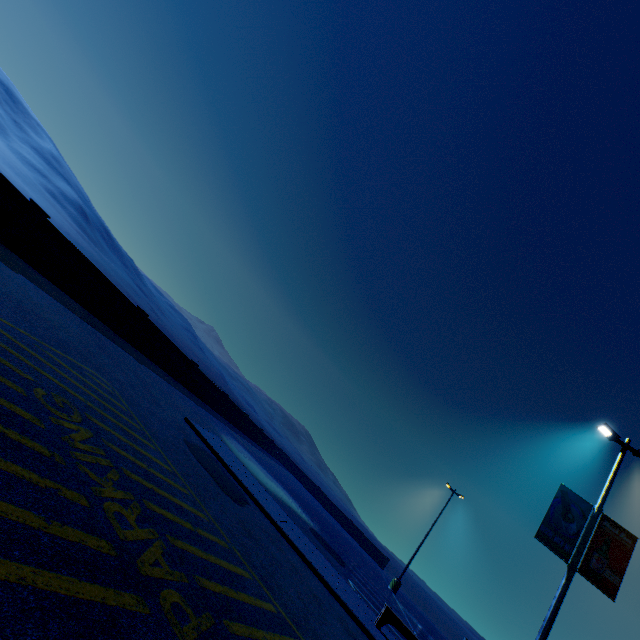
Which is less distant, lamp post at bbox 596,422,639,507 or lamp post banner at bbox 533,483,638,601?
lamp post banner at bbox 533,483,638,601

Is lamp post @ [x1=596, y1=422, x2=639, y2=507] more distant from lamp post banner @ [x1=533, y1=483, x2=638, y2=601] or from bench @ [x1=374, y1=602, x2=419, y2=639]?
bench @ [x1=374, y1=602, x2=419, y2=639]

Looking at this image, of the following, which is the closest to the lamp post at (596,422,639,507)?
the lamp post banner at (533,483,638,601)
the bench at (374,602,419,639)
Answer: the lamp post banner at (533,483,638,601)

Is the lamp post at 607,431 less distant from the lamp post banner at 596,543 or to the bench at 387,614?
the lamp post banner at 596,543

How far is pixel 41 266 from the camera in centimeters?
1108cm

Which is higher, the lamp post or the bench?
the lamp post

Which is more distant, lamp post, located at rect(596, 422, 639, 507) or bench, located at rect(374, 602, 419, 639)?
lamp post, located at rect(596, 422, 639, 507)

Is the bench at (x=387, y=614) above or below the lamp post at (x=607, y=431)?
below
